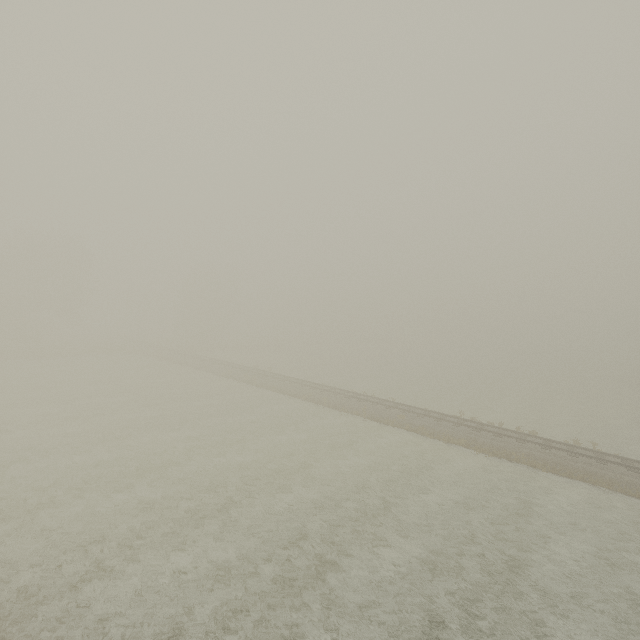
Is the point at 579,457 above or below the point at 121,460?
above
